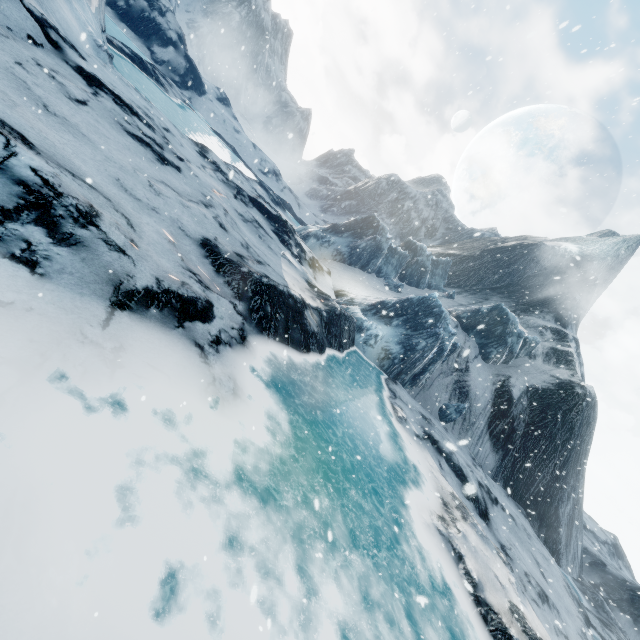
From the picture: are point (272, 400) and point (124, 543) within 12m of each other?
yes
